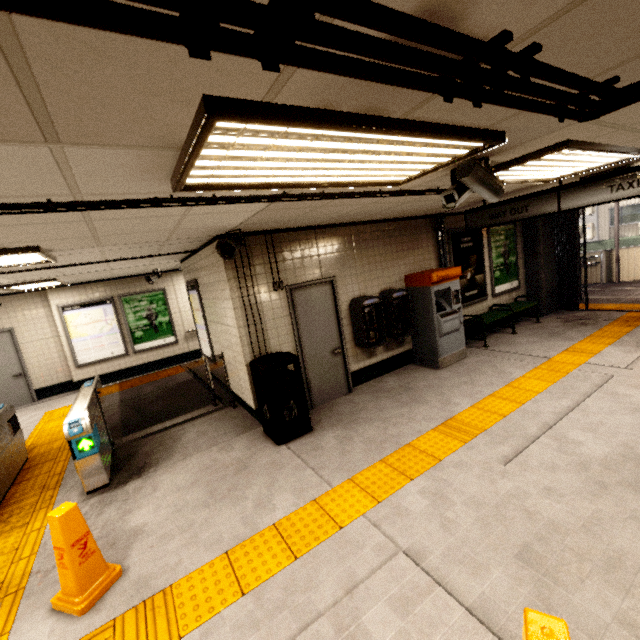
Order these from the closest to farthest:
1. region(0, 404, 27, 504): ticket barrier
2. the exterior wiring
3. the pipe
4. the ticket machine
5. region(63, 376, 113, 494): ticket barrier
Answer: the pipe < the exterior wiring < region(63, 376, 113, 494): ticket barrier < region(0, 404, 27, 504): ticket barrier < the ticket machine

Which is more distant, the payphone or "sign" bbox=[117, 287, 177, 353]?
"sign" bbox=[117, 287, 177, 353]

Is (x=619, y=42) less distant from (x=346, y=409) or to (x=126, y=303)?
(x=346, y=409)

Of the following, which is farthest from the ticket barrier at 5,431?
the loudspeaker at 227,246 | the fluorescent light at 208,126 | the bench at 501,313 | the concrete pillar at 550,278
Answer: the concrete pillar at 550,278

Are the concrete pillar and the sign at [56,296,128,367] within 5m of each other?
no

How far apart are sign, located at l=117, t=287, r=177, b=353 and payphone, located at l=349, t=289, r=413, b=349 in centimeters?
673cm

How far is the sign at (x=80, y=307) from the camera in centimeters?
877cm

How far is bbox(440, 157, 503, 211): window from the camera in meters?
2.6
